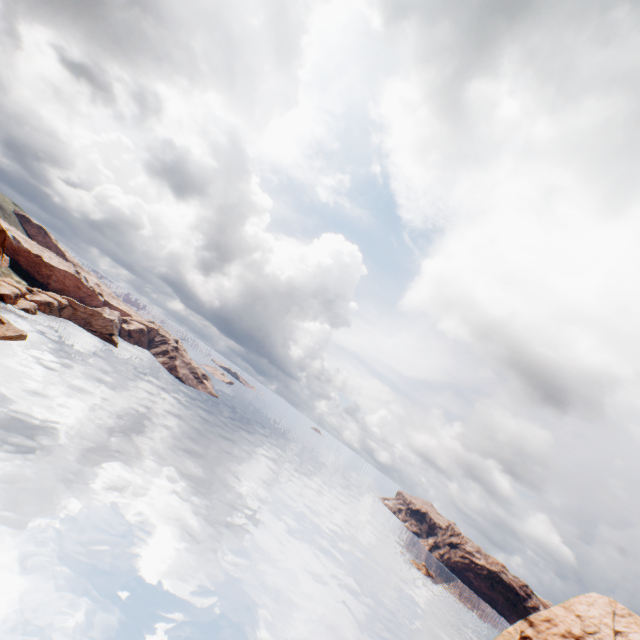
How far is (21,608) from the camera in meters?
23.2 m
